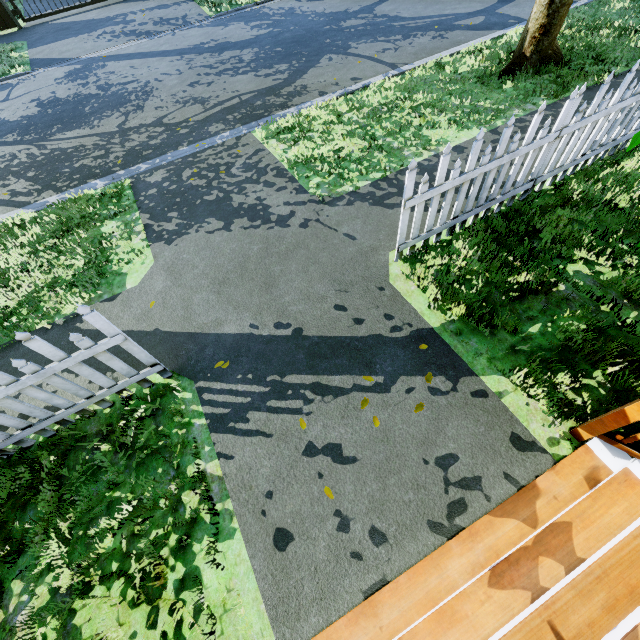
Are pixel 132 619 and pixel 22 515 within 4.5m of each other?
yes

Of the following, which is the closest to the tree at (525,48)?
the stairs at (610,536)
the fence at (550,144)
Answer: the fence at (550,144)

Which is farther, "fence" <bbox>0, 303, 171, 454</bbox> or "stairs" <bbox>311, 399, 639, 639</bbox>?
"fence" <bbox>0, 303, 171, 454</bbox>

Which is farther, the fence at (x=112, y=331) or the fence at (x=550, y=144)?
the fence at (x=550, y=144)

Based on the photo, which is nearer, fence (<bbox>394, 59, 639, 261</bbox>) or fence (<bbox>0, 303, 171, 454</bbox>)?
fence (<bbox>0, 303, 171, 454</bbox>)

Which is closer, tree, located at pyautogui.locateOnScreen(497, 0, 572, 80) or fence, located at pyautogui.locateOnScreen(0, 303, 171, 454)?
fence, located at pyautogui.locateOnScreen(0, 303, 171, 454)

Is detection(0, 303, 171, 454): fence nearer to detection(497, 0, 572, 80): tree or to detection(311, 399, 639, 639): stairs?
detection(497, 0, 572, 80): tree
